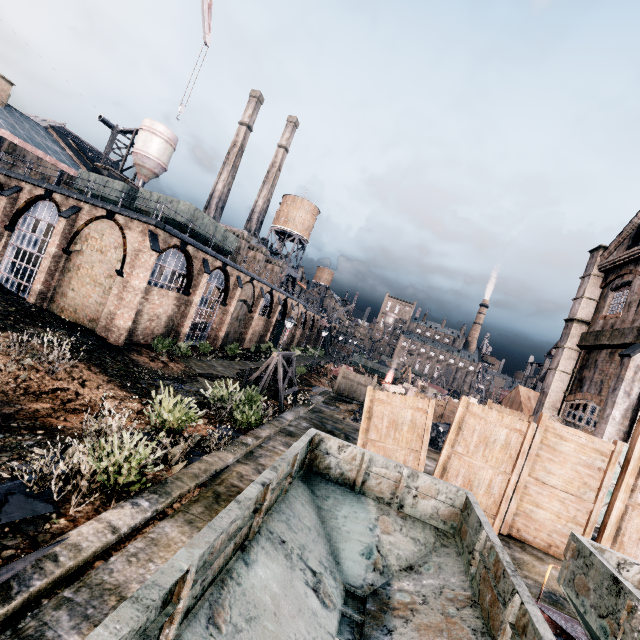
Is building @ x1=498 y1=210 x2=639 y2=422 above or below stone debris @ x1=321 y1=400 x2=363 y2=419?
above

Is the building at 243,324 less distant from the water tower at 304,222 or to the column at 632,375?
the water tower at 304,222

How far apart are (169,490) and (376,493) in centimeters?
430cm

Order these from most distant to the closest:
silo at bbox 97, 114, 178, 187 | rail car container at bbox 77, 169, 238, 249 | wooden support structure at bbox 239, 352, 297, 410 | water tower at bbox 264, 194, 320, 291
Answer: water tower at bbox 264, 194, 320, 291
silo at bbox 97, 114, 178, 187
rail car container at bbox 77, 169, 238, 249
wooden support structure at bbox 239, 352, 297, 410

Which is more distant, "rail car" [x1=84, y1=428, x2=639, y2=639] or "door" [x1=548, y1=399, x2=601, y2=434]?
"door" [x1=548, y1=399, x2=601, y2=434]

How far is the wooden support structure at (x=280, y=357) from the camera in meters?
17.6

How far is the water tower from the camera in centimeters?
5425cm

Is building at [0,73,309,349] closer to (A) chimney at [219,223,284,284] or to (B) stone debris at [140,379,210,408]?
(A) chimney at [219,223,284,284]
